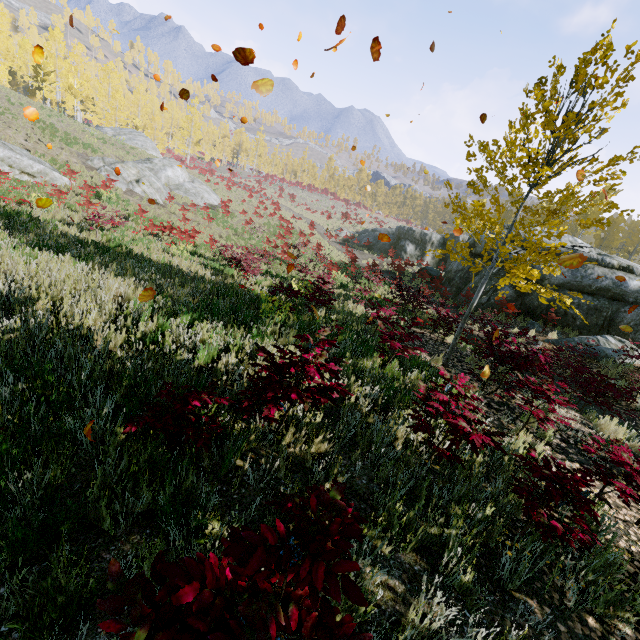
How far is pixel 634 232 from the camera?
44.7 meters

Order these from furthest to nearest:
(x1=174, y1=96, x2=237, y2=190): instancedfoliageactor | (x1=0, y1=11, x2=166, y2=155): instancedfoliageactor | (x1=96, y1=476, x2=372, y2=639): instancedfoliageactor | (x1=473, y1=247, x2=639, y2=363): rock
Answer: (x1=174, y1=96, x2=237, y2=190): instancedfoliageactor
(x1=0, y1=11, x2=166, y2=155): instancedfoliageactor
(x1=473, y1=247, x2=639, y2=363): rock
(x1=96, y1=476, x2=372, y2=639): instancedfoliageactor

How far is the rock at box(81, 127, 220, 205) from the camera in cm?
2267

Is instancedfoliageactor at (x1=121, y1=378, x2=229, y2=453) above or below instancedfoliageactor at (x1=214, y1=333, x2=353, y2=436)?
below

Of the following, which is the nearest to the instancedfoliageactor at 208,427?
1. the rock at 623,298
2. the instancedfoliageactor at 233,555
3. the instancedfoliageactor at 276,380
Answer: the rock at 623,298

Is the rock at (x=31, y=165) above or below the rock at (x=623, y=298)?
below

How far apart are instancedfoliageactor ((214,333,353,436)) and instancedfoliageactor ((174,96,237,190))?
3.54m

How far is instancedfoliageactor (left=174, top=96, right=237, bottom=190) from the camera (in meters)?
44.13
